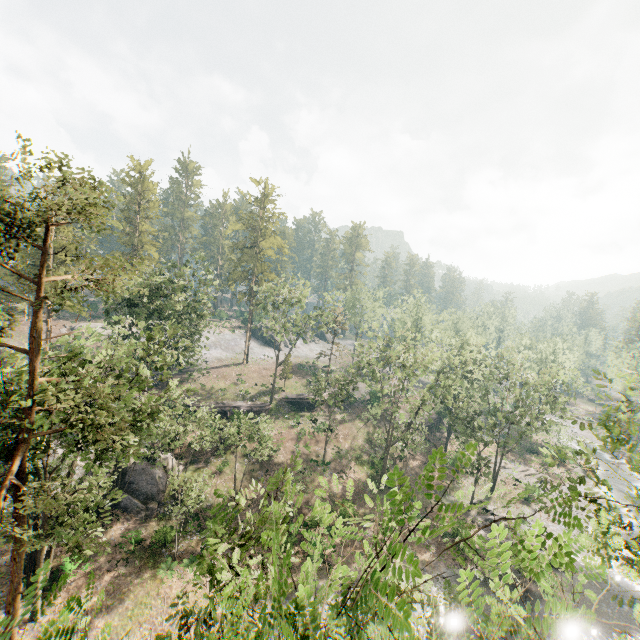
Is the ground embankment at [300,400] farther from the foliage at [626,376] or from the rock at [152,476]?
the rock at [152,476]

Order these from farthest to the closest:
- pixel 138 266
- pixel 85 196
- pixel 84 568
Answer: pixel 84 568 < pixel 138 266 < pixel 85 196

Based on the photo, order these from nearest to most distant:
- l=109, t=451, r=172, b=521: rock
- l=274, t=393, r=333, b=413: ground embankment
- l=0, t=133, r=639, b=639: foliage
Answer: l=0, t=133, r=639, b=639: foliage
l=109, t=451, r=172, b=521: rock
l=274, t=393, r=333, b=413: ground embankment

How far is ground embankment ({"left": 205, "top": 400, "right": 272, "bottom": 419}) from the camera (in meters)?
39.78

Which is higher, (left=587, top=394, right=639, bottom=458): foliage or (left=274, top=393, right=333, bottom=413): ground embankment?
(left=587, top=394, right=639, bottom=458): foliage

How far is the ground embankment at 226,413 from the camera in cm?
3978

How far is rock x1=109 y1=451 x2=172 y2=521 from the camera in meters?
28.4 m

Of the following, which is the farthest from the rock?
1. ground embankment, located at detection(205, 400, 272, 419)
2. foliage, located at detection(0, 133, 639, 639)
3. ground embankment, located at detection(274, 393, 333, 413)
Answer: ground embankment, located at detection(274, 393, 333, 413)
